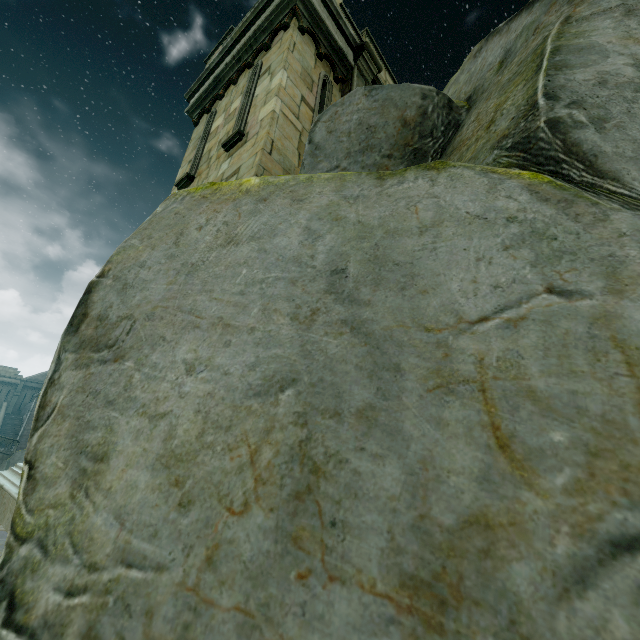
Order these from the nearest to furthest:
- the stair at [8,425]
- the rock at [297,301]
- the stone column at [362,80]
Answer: the rock at [297,301], the stone column at [362,80], the stair at [8,425]

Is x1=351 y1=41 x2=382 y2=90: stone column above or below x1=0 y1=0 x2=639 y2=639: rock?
above

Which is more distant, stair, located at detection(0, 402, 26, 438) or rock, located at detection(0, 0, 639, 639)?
stair, located at detection(0, 402, 26, 438)

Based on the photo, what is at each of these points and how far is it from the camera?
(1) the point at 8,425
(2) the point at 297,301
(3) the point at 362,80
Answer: (1) stair, 40.6m
(2) rock, 1.3m
(3) stone column, 7.1m

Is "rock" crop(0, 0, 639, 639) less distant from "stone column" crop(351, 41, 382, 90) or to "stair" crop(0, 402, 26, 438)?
"stone column" crop(351, 41, 382, 90)

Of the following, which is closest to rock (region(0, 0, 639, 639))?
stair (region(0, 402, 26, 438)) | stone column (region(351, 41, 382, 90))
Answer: stone column (region(351, 41, 382, 90))

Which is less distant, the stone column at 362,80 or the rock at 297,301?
the rock at 297,301

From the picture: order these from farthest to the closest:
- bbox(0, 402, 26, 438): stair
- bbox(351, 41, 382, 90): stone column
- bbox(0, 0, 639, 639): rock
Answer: bbox(0, 402, 26, 438): stair < bbox(351, 41, 382, 90): stone column < bbox(0, 0, 639, 639): rock
